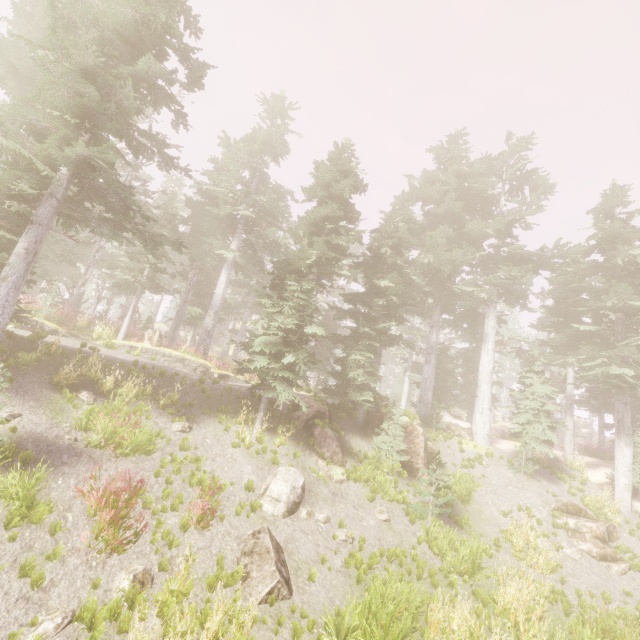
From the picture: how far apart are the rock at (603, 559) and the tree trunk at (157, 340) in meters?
22.6

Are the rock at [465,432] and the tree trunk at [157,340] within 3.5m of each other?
no

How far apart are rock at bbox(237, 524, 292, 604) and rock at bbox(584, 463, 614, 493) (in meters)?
19.49

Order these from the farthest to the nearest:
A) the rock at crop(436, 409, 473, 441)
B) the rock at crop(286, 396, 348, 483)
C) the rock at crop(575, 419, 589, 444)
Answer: the rock at crop(575, 419, 589, 444)
the rock at crop(436, 409, 473, 441)
the rock at crop(286, 396, 348, 483)

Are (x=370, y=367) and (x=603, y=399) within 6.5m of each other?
no

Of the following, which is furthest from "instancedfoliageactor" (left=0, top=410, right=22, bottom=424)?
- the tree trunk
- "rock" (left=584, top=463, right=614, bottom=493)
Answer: the tree trunk

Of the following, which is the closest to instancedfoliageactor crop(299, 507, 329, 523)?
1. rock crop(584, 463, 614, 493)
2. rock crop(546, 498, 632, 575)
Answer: rock crop(584, 463, 614, 493)

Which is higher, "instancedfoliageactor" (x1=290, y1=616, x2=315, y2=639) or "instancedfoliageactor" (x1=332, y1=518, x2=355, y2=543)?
"instancedfoliageactor" (x1=332, y1=518, x2=355, y2=543)
